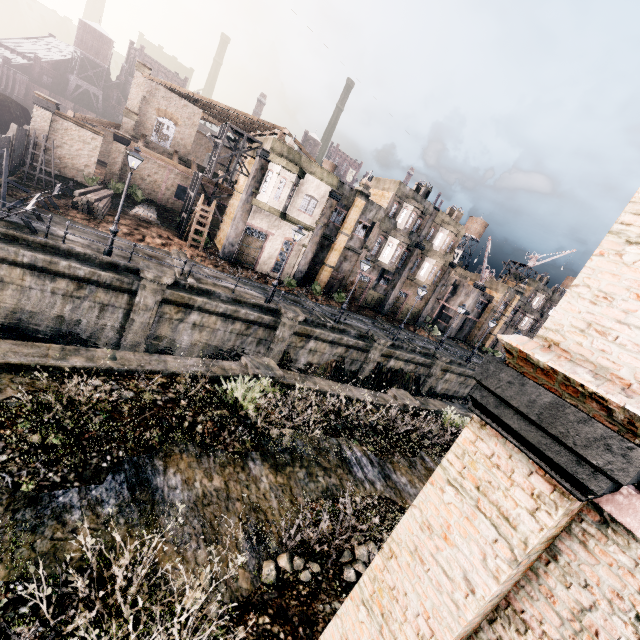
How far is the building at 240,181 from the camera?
29.42m

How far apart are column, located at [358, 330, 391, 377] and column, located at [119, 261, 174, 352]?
15.9m

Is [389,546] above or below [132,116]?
below

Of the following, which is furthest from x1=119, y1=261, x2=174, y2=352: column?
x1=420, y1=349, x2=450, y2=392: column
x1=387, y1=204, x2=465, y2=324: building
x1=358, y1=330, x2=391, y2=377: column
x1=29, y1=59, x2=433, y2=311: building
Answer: x1=387, y1=204, x2=465, y2=324: building

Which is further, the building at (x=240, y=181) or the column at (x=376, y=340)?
the building at (x=240, y=181)

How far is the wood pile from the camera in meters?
21.5

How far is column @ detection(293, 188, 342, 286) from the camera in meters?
29.6 m

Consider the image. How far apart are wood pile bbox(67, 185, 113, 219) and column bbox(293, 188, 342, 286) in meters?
15.6
